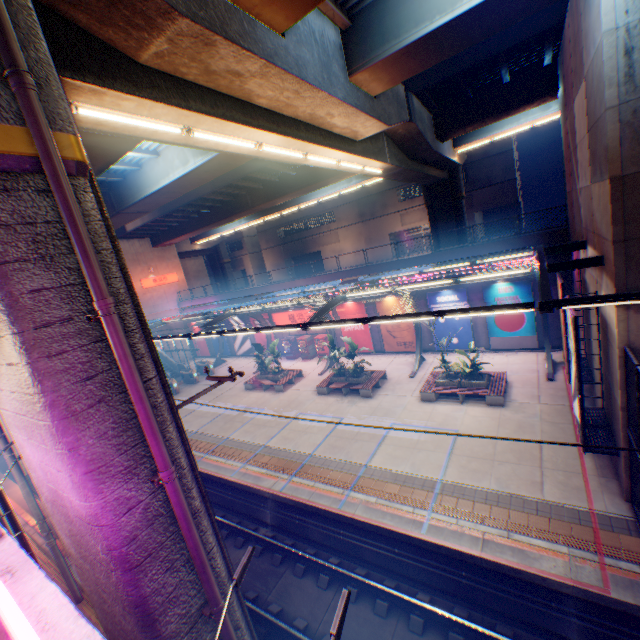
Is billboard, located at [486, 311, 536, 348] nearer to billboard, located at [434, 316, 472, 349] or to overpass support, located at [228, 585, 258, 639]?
billboard, located at [434, 316, 472, 349]

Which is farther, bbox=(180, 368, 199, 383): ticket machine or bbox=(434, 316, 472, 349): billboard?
bbox=(180, 368, 199, 383): ticket machine

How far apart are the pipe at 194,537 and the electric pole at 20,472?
7.37m

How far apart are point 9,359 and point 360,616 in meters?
10.7 m

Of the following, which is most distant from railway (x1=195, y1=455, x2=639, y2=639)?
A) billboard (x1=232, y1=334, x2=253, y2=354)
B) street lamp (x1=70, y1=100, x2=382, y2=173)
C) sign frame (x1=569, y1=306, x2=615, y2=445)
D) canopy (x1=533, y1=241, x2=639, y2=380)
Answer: billboard (x1=232, y1=334, x2=253, y2=354)

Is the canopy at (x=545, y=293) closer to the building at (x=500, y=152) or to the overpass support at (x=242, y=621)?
the overpass support at (x=242, y=621)

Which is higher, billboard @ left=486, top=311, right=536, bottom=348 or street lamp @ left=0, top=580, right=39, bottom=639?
street lamp @ left=0, top=580, right=39, bottom=639

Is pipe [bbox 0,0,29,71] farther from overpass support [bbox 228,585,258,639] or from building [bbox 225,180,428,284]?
building [bbox 225,180,428,284]
